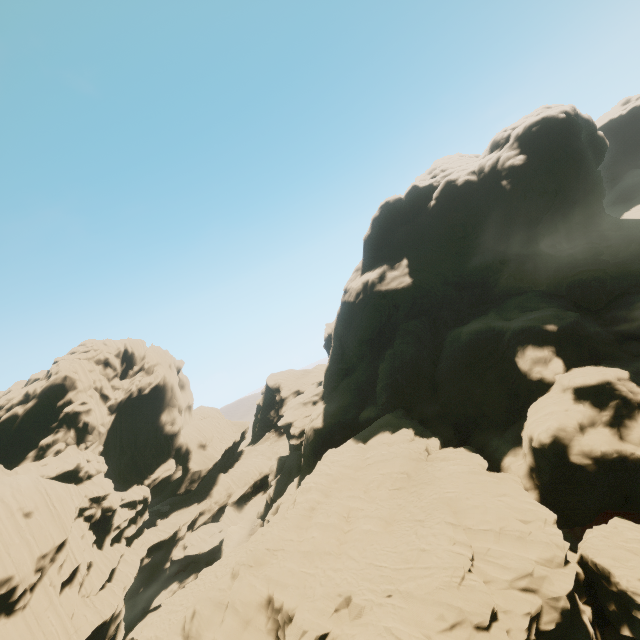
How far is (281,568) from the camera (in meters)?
24.25
